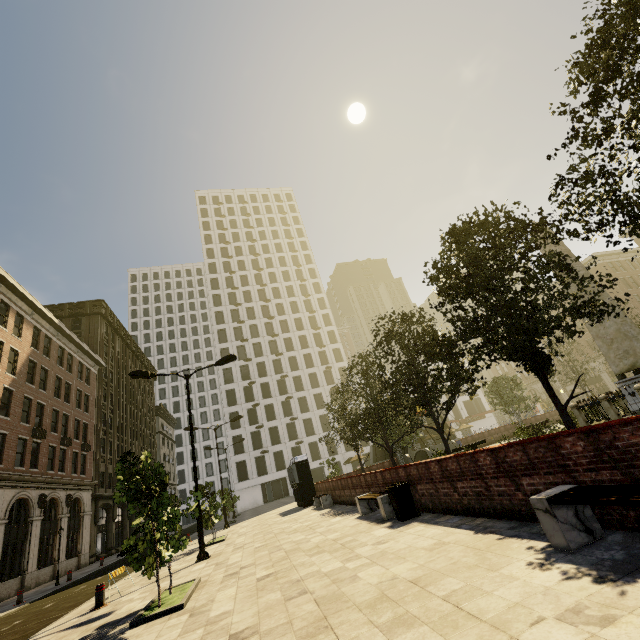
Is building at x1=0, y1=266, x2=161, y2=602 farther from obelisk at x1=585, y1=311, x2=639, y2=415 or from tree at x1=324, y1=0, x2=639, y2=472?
obelisk at x1=585, y1=311, x2=639, y2=415

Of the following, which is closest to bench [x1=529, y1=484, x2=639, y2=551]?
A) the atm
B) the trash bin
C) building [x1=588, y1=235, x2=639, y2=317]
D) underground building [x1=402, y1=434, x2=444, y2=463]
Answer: the trash bin

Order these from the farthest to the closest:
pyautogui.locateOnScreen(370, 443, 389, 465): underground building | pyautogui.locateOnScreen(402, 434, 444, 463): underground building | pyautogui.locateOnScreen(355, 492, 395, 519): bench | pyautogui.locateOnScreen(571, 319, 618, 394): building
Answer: pyautogui.locateOnScreen(571, 319, 618, 394): building
pyautogui.locateOnScreen(370, 443, 389, 465): underground building
pyautogui.locateOnScreen(402, 434, 444, 463): underground building
pyautogui.locateOnScreen(355, 492, 395, 519): bench

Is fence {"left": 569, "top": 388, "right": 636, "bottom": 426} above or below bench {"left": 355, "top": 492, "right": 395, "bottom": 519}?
above

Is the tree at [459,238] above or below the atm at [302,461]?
above

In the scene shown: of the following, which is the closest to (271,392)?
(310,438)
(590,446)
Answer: (310,438)

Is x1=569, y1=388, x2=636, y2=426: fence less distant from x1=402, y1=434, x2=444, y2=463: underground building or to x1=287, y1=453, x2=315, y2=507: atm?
x1=402, y1=434, x2=444, y2=463: underground building

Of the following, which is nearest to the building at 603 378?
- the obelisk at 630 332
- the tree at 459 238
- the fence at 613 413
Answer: the tree at 459 238
